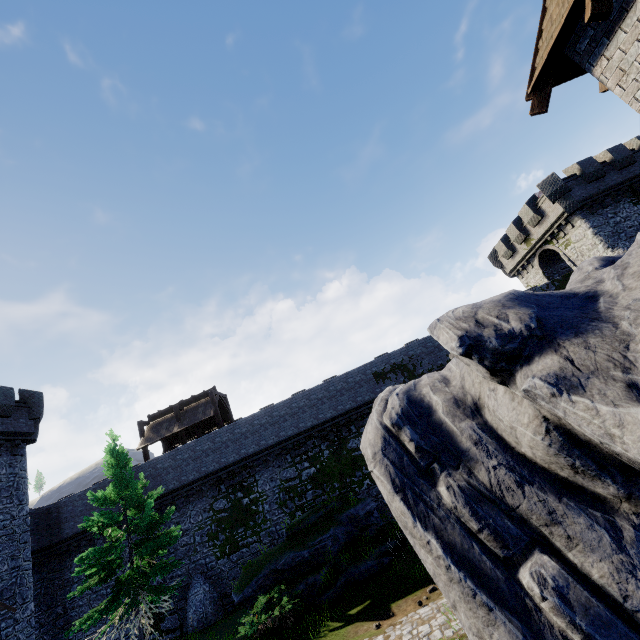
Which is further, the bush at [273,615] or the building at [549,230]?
the building at [549,230]

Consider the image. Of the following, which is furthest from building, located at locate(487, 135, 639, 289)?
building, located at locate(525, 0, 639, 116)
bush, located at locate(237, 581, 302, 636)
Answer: bush, located at locate(237, 581, 302, 636)

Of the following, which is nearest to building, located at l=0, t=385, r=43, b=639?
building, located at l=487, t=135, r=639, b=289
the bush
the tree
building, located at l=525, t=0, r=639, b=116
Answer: the tree

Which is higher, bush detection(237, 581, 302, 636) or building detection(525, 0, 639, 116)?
building detection(525, 0, 639, 116)

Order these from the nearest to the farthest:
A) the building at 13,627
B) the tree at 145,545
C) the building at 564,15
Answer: the building at 564,15, the tree at 145,545, the building at 13,627

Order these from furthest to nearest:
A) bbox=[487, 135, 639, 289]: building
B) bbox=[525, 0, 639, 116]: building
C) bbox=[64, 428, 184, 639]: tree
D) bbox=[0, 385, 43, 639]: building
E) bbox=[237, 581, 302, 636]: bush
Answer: bbox=[487, 135, 639, 289]: building → bbox=[0, 385, 43, 639]: building → bbox=[64, 428, 184, 639]: tree → bbox=[237, 581, 302, 636]: bush → bbox=[525, 0, 639, 116]: building

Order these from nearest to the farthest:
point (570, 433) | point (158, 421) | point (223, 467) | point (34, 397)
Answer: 1. point (570, 433)
2. point (34, 397)
3. point (223, 467)
4. point (158, 421)

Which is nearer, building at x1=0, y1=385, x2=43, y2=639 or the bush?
the bush
